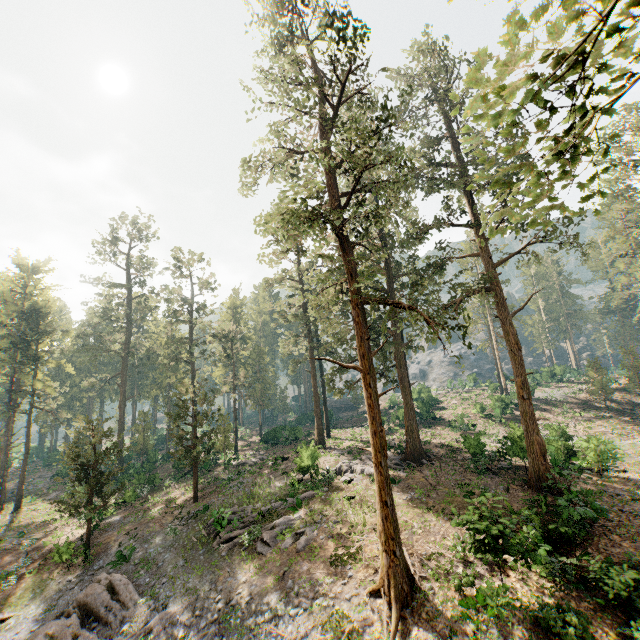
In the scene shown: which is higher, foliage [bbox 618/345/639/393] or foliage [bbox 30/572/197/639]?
foliage [bbox 618/345/639/393]

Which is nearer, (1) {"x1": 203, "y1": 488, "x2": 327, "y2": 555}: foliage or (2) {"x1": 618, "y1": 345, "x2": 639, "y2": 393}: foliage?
(1) {"x1": 203, "y1": 488, "x2": 327, "y2": 555}: foliage

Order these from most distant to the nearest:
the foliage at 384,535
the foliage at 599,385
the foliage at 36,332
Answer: the foliage at 599,385 < the foliage at 36,332 < the foliage at 384,535

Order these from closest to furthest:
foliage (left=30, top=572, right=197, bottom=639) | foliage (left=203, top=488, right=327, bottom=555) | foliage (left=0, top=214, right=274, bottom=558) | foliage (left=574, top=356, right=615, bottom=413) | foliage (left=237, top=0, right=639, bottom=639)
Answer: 1. foliage (left=237, top=0, right=639, bottom=639)
2. foliage (left=30, top=572, right=197, bottom=639)
3. foliage (left=203, top=488, right=327, bottom=555)
4. foliage (left=0, top=214, right=274, bottom=558)
5. foliage (left=574, top=356, right=615, bottom=413)

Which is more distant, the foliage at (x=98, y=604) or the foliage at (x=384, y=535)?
the foliage at (x=98, y=604)

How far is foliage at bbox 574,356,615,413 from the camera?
42.4 meters

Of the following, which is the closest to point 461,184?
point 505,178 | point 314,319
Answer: point 505,178
